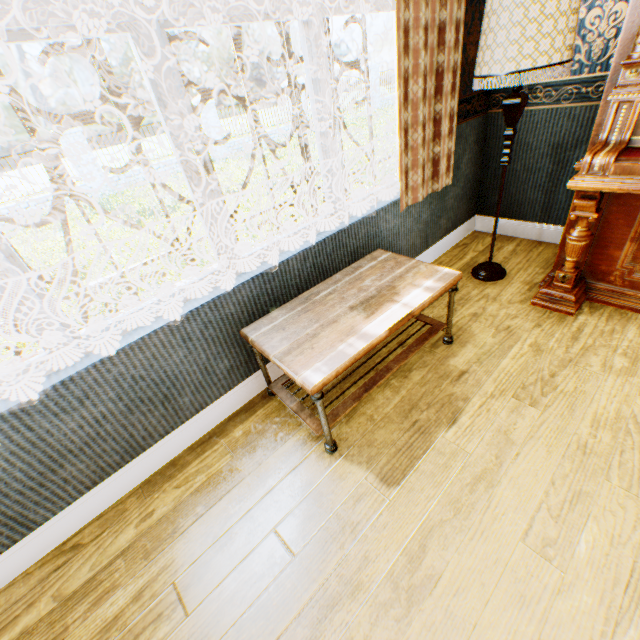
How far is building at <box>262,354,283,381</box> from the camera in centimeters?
211cm

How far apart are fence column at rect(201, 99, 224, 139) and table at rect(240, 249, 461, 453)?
15.19m

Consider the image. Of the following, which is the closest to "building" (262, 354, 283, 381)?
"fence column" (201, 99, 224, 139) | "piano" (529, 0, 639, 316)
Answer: "piano" (529, 0, 639, 316)

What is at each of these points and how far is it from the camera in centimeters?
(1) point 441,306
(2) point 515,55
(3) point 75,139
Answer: (1) building, 256cm
(2) lamp, 177cm
(3) fence column, 1140cm

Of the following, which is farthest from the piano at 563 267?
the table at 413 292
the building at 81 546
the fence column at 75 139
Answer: the fence column at 75 139

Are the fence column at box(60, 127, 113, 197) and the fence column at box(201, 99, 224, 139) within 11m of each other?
yes

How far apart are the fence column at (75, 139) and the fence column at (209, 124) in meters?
4.6

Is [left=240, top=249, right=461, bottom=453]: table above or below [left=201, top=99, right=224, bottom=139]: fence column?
below
